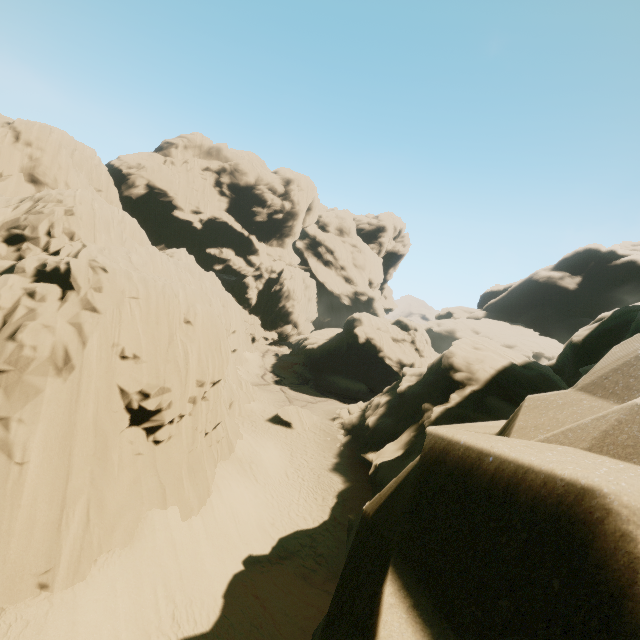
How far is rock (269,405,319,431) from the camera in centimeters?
2994cm

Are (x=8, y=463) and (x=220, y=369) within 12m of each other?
yes

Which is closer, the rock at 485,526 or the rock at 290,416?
the rock at 485,526

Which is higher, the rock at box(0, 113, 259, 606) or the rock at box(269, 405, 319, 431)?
the rock at box(0, 113, 259, 606)

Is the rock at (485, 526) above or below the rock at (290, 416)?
above

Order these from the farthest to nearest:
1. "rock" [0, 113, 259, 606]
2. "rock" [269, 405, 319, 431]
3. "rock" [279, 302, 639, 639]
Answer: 1. "rock" [269, 405, 319, 431]
2. "rock" [0, 113, 259, 606]
3. "rock" [279, 302, 639, 639]

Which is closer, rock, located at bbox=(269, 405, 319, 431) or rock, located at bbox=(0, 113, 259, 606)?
rock, located at bbox=(0, 113, 259, 606)
